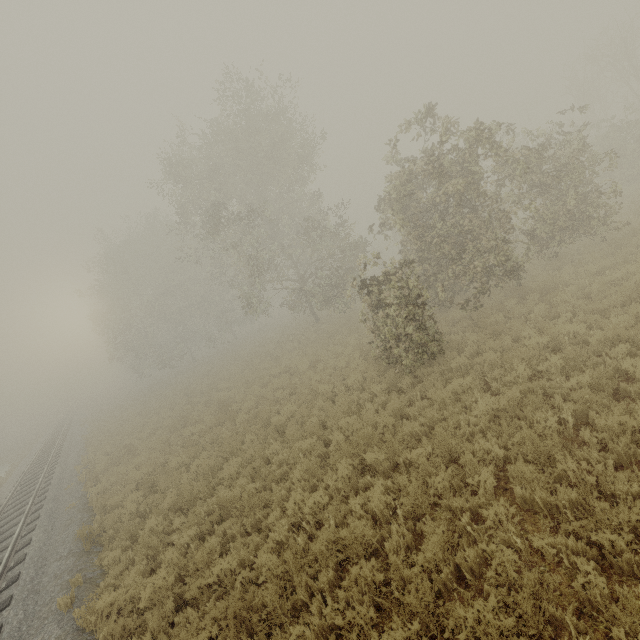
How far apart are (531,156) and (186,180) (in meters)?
18.28
